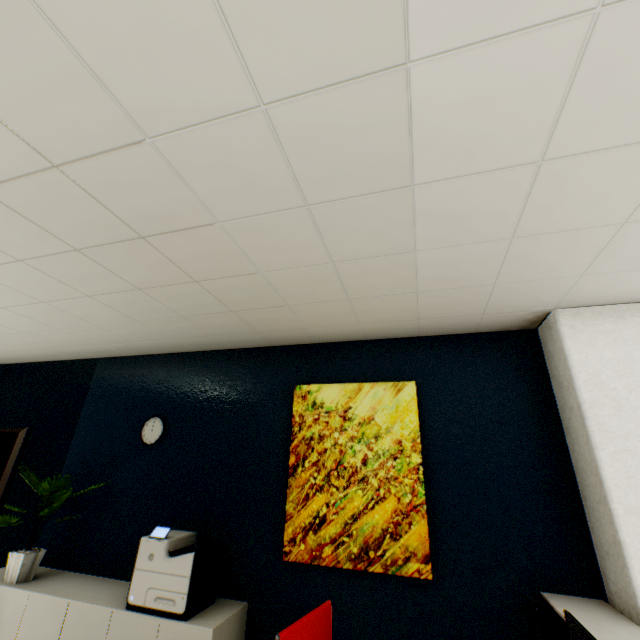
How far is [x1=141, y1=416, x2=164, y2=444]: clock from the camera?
3.4 meters

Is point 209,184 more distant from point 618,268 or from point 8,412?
point 8,412

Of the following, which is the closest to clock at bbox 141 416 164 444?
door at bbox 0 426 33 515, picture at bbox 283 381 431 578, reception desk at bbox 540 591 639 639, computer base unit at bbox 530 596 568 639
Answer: door at bbox 0 426 33 515

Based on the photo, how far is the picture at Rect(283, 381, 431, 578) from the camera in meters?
2.5

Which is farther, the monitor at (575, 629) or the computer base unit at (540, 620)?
the computer base unit at (540, 620)

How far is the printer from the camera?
2.3 meters

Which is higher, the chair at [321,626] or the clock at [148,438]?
the clock at [148,438]

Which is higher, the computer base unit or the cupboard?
the computer base unit
